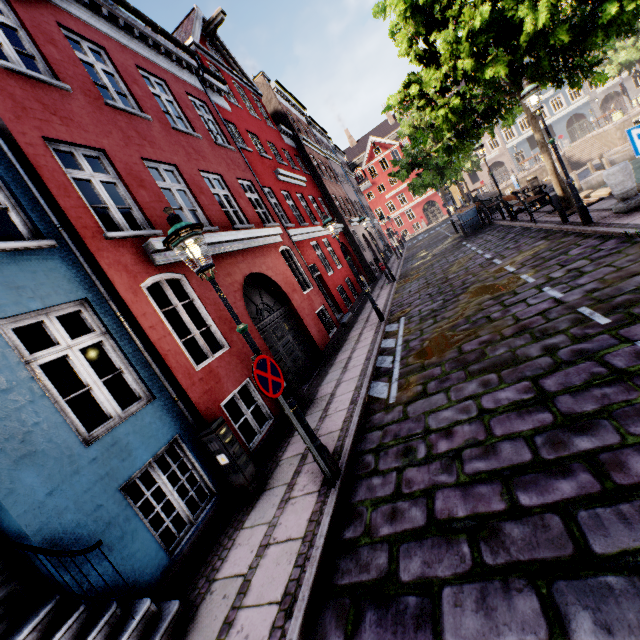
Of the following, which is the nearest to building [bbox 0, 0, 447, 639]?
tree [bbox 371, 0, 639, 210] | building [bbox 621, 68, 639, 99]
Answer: tree [bbox 371, 0, 639, 210]

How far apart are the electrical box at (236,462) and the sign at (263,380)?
1.5m

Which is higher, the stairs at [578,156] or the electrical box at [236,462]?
the electrical box at [236,462]

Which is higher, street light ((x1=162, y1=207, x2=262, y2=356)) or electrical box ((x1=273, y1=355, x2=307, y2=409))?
street light ((x1=162, y1=207, x2=262, y2=356))

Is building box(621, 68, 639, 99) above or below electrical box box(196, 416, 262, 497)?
above

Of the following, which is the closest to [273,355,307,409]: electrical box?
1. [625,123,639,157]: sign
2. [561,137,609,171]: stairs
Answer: [625,123,639,157]: sign

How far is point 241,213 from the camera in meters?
9.9

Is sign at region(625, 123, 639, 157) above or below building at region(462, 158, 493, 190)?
below
